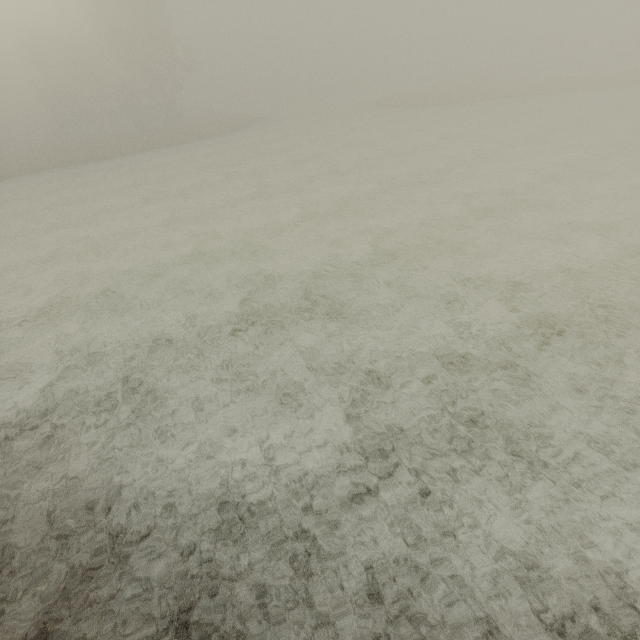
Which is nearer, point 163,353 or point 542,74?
point 163,353
